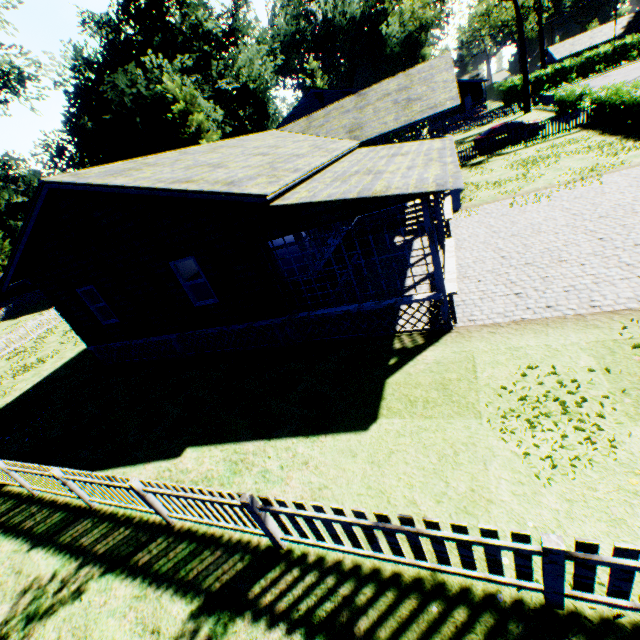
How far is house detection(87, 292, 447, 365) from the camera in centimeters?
824cm

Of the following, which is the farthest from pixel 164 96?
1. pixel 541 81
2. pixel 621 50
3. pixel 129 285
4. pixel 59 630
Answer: pixel 621 50

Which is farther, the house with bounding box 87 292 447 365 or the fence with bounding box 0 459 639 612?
the house with bounding box 87 292 447 365

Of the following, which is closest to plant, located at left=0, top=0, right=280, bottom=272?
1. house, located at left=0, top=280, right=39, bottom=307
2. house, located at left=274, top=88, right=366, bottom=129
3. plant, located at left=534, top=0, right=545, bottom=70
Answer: house, located at left=0, top=280, right=39, bottom=307

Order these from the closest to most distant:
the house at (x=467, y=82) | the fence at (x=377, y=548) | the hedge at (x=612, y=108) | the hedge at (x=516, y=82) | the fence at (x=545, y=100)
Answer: the fence at (x=377, y=548)
the hedge at (x=612, y=108)
the fence at (x=545, y=100)
the hedge at (x=516, y=82)
the house at (x=467, y=82)

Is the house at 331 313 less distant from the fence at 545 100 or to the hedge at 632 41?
the fence at 545 100

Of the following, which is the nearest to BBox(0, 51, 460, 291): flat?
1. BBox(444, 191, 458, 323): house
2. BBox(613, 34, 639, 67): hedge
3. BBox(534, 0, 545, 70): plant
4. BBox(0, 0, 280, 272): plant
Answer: BBox(444, 191, 458, 323): house
